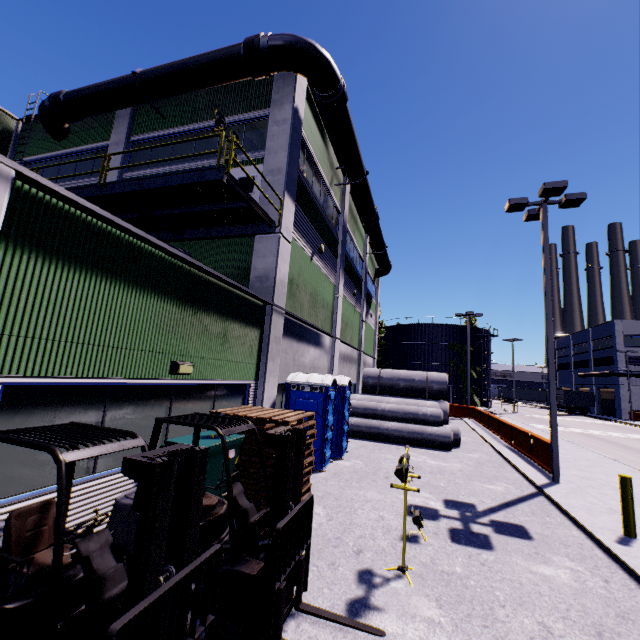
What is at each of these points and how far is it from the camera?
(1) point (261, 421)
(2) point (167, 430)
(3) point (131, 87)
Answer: (1) pallet, 6.9m
(2) building, 6.6m
(3) pipe, 12.7m

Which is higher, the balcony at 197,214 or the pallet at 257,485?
the balcony at 197,214

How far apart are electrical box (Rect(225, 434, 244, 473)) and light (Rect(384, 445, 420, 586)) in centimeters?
298cm

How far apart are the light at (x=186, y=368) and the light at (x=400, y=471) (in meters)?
4.38

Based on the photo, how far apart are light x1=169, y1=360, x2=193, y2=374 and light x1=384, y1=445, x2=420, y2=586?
4.38m

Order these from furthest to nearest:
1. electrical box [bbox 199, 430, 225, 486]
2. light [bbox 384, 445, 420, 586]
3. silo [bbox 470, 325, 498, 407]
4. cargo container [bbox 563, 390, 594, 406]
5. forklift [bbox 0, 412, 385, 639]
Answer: silo [bbox 470, 325, 498, 407] < cargo container [bbox 563, 390, 594, 406] < electrical box [bbox 199, 430, 225, 486] < light [bbox 384, 445, 420, 586] < forklift [bbox 0, 412, 385, 639]

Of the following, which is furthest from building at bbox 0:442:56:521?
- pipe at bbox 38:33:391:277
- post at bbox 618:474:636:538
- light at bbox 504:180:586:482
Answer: post at bbox 618:474:636:538
